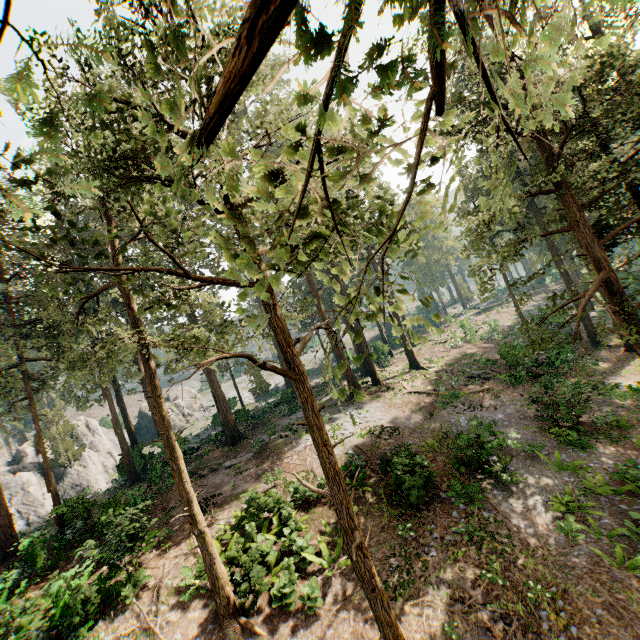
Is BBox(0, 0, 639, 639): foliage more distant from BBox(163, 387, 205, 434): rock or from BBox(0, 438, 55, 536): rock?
BBox(163, 387, 205, 434): rock

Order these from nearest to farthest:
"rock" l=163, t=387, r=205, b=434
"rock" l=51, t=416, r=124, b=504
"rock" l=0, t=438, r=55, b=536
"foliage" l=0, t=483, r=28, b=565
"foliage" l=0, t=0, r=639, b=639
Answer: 1. "foliage" l=0, t=0, r=639, b=639
2. "foliage" l=0, t=483, r=28, b=565
3. "rock" l=0, t=438, r=55, b=536
4. "rock" l=51, t=416, r=124, b=504
5. "rock" l=163, t=387, r=205, b=434

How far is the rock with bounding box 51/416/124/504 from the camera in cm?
3447

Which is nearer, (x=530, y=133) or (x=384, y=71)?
(x=384, y=71)

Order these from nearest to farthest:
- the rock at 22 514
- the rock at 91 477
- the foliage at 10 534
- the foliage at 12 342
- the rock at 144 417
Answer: the foliage at 12 342
the foliage at 10 534
the rock at 22 514
the rock at 91 477
the rock at 144 417

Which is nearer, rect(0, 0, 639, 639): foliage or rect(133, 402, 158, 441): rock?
rect(0, 0, 639, 639): foliage

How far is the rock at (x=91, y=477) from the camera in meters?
34.5
